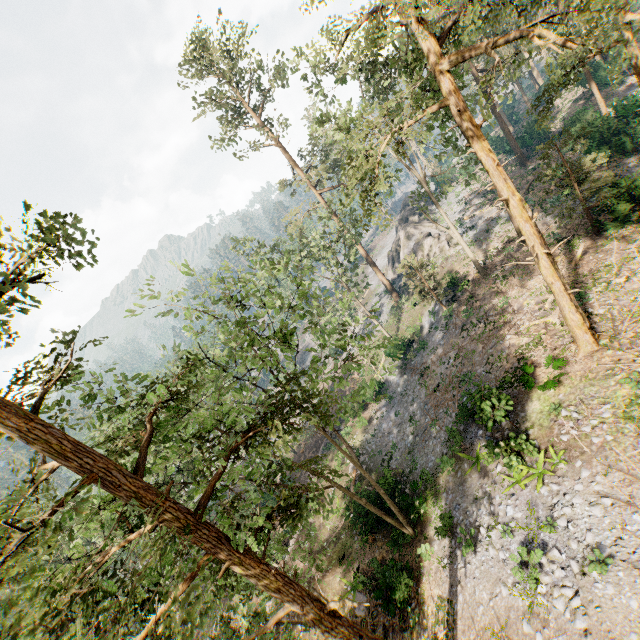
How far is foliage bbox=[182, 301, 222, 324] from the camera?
9.3 meters

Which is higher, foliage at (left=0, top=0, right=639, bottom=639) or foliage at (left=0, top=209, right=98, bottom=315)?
foliage at (left=0, top=209, right=98, bottom=315)

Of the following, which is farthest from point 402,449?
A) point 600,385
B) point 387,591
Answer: point 600,385

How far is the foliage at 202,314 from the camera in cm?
930

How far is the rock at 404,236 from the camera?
35.97m

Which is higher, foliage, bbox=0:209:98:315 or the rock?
foliage, bbox=0:209:98:315

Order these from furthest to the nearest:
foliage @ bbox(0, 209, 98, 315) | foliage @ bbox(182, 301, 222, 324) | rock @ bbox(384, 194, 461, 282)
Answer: rock @ bbox(384, 194, 461, 282), foliage @ bbox(182, 301, 222, 324), foliage @ bbox(0, 209, 98, 315)

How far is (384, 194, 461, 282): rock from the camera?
36.0 meters
